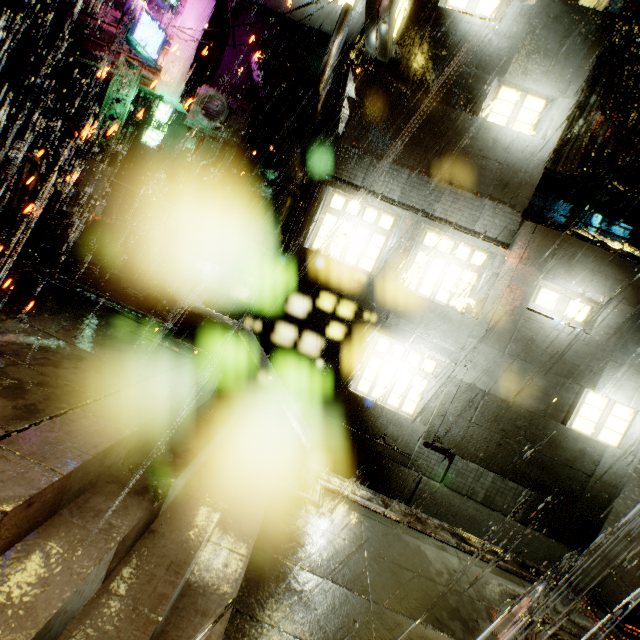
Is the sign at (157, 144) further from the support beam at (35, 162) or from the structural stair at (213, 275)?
the support beam at (35, 162)

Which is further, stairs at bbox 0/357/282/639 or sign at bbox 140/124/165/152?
sign at bbox 140/124/165/152

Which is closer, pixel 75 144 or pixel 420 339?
pixel 420 339

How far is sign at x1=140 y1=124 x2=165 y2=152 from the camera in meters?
16.7 m

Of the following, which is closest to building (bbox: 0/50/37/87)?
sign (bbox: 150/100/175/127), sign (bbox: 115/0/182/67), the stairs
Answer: sign (bbox: 115/0/182/67)

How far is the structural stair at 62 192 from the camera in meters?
9.4

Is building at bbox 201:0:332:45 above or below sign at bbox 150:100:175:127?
above

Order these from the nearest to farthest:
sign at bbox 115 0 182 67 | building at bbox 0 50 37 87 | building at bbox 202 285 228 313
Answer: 1. sign at bbox 115 0 182 67
2. building at bbox 0 50 37 87
3. building at bbox 202 285 228 313
